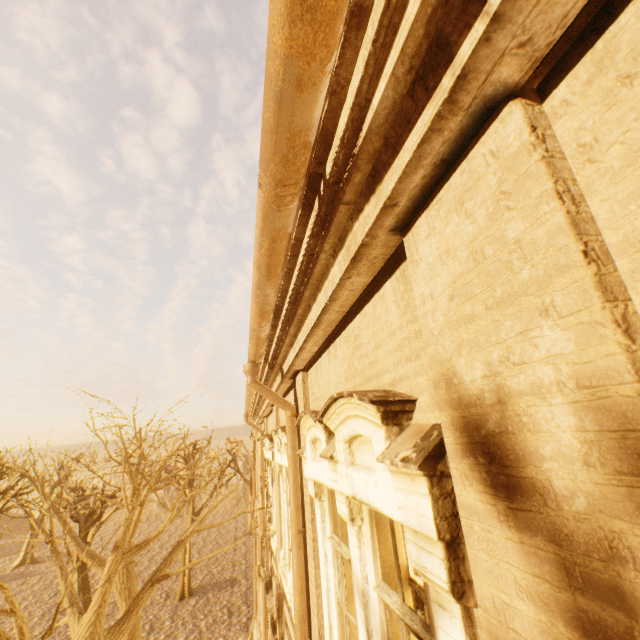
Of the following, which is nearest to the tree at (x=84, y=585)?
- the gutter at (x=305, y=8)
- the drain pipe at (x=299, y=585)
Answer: the gutter at (x=305, y=8)

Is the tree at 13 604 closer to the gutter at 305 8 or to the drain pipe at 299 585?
the gutter at 305 8

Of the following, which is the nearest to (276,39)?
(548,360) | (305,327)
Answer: (548,360)

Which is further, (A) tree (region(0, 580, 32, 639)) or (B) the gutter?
(A) tree (region(0, 580, 32, 639))

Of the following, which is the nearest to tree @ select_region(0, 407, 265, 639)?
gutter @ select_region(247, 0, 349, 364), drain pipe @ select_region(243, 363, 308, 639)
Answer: gutter @ select_region(247, 0, 349, 364)

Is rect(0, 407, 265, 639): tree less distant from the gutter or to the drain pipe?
the gutter
